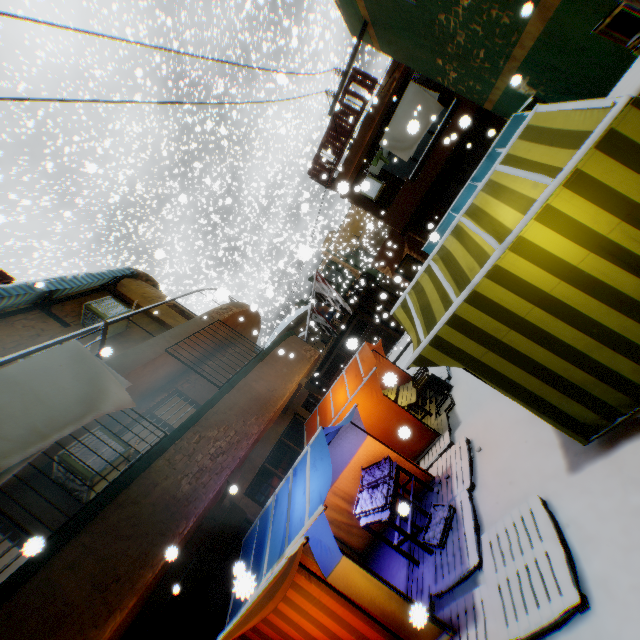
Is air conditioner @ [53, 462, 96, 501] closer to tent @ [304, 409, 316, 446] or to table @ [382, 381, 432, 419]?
tent @ [304, 409, 316, 446]

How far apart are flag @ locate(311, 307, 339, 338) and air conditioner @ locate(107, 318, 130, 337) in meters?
7.5 m

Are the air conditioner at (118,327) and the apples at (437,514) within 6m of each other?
no

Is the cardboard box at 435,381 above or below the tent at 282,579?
below

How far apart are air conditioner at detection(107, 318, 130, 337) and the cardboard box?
7.8m

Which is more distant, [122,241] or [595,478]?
[122,241]

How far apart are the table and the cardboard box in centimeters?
13cm

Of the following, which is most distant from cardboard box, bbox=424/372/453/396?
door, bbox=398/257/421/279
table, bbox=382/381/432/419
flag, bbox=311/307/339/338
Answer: flag, bbox=311/307/339/338
